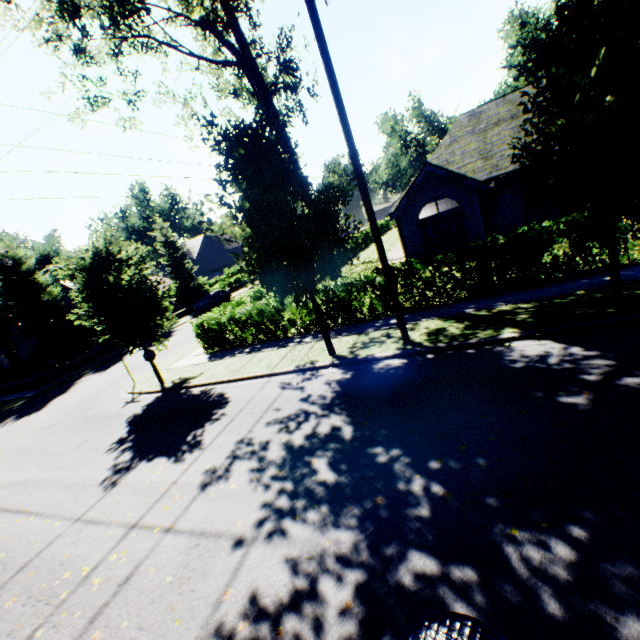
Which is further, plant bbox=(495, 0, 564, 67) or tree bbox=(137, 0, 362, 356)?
plant bbox=(495, 0, 564, 67)

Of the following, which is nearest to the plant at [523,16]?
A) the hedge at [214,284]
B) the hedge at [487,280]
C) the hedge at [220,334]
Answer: the hedge at [214,284]

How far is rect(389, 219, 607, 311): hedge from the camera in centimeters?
919cm

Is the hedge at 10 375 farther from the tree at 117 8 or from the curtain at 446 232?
the curtain at 446 232

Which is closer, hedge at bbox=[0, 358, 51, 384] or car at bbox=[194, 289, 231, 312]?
hedge at bbox=[0, 358, 51, 384]

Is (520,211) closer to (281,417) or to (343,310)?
(343,310)

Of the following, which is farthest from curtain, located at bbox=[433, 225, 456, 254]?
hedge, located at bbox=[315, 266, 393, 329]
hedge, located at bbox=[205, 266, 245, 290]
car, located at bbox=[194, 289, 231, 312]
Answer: car, located at bbox=[194, 289, 231, 312]

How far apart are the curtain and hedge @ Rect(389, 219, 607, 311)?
8.2m
